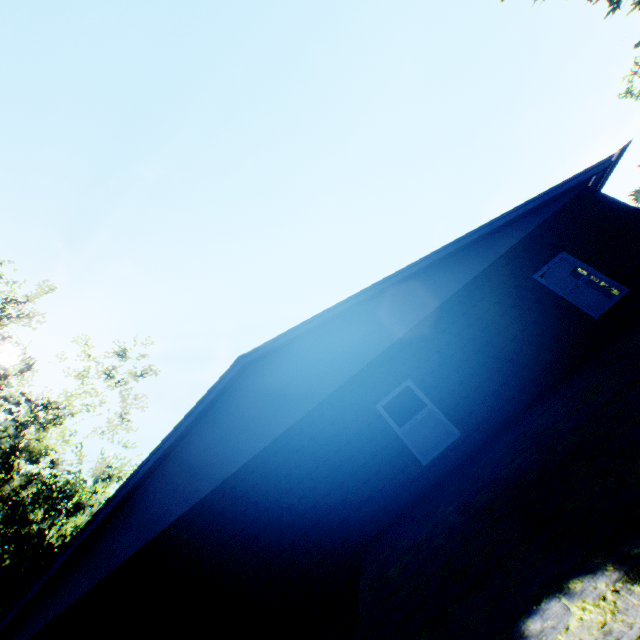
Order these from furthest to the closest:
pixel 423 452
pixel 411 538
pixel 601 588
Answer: pixel 423 452 < pixel 411 538 < pixel 601 588
